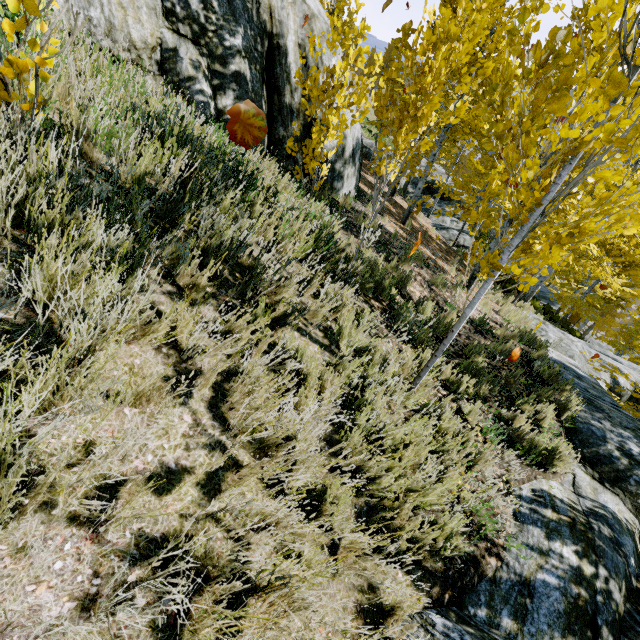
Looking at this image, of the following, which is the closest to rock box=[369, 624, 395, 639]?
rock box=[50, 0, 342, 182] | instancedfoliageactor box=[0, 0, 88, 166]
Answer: instancedfoliageactor box=[0, 0, 88, 166]

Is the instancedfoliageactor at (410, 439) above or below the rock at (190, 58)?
below

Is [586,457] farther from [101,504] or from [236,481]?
[101,504]

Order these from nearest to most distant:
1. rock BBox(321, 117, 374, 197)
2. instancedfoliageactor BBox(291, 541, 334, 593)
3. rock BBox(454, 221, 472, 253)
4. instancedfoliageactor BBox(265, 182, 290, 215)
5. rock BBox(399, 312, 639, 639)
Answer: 1. instancedfoliageactor BBox(291, 541, 334, 593)
2. rock BBox(399, 312, 639, 639)
3. instancedfoliageactor BBox(265, 182, 290, 215)
4. rock BBox(321, 117, 374, 197)
5. rock BBox(454, 221, 472, 253)

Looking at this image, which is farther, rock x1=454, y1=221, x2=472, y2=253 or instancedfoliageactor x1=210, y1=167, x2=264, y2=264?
rock x1=454, y1=221, x2=472, y2=253

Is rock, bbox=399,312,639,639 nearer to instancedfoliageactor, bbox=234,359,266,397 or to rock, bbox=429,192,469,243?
instancedfoliageactor, bbox=234,359,266,397

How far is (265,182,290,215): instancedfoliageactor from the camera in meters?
3.9 m

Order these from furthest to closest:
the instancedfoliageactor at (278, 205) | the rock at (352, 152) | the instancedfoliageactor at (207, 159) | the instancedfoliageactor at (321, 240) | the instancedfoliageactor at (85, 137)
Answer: the rock at (352, 152)
the instancedfoliageactor at (321, 240)
the instancedfoliageactor at (278, 205)
the instancedfoliageactor at (207, 159)
the instancedfoliageactor at (85, 137)
